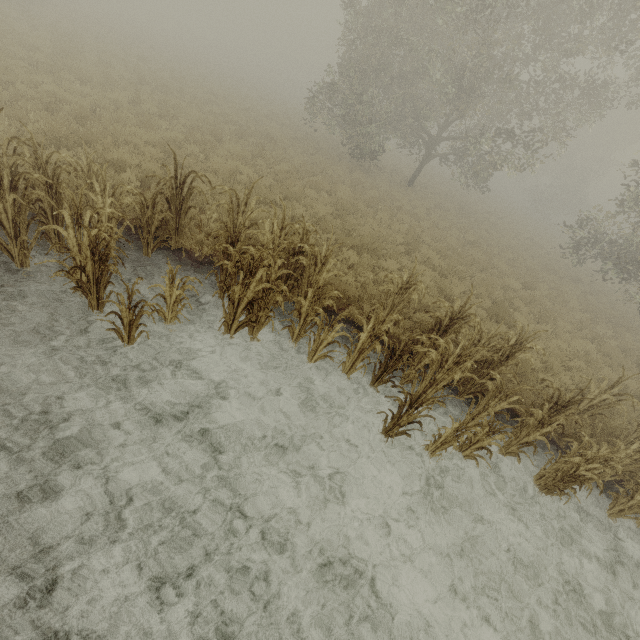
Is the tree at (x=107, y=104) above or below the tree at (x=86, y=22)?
below

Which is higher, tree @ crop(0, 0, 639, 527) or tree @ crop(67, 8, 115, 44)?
tree @ crop(67, 8, 115, 44)

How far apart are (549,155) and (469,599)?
20.52m

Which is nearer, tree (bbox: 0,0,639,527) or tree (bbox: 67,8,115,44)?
tree (bbox: 0,0,639,527)

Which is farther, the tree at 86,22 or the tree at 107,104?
the tree at 86,22

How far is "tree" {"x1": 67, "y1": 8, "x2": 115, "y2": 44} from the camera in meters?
21.1
